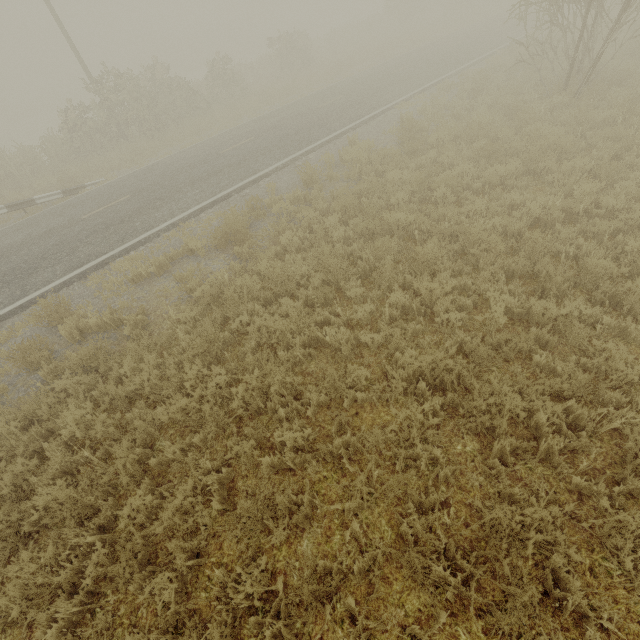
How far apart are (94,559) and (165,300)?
4.8m
